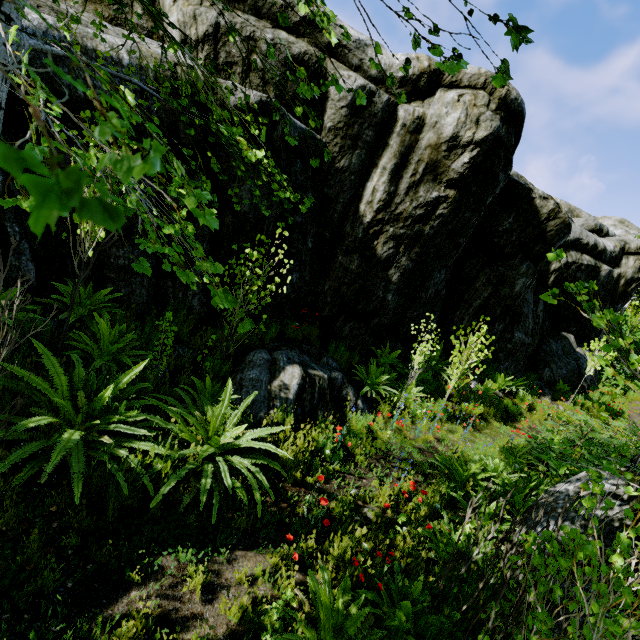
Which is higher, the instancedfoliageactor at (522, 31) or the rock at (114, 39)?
the rock at (114, 39)

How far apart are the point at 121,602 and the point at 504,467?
6.3 meters

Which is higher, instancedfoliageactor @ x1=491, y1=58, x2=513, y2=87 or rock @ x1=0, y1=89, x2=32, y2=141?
instancedfoliageactor @ x1=491, y1=58, x2=513, y2=87

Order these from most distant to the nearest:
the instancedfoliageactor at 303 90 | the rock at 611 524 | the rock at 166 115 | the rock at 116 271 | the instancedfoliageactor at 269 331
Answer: the instancedfoliageactor at 269 331 < the rock at 116 271 < the rock at 166 115 < the rock at 611 524 < the instancedfoliageactor at 303 90

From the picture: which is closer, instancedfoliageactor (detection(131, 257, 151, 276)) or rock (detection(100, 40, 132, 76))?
instancedfoliageactor (detection(131, 257, 151, 276))

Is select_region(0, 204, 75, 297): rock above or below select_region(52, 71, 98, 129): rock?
below

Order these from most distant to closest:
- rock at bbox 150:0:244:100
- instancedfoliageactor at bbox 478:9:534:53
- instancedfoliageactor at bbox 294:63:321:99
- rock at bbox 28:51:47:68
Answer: rock at bbox 150:0:244:100 → rock at bbox 28:51:47:68 → instancedfoliageactor at bbox 294:63:321:99 → instancedfoliageactor at bbox 478:9:534:53
